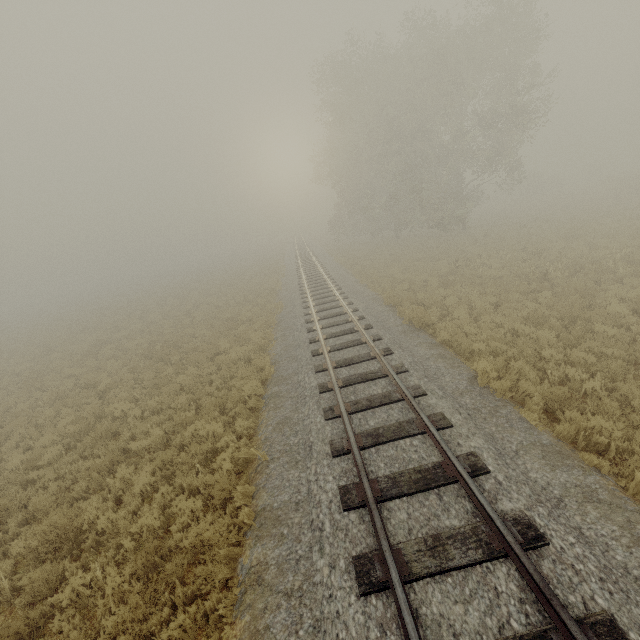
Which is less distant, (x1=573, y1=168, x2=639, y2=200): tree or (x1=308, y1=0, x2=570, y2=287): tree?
(x1=308, y1=0, x2=570, y2=287): tree

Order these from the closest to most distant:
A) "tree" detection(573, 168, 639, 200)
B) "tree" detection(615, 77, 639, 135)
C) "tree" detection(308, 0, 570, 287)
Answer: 1. "tree" detection(308, 0, 570, 287)
2. "tree" detection(573, 168, 639, 200)
3. "tree" detection(615, 77, 639, 135)

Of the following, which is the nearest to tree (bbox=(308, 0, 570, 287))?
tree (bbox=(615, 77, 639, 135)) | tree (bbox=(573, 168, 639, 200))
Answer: tree (bbox=(573, 168, 639, 200))

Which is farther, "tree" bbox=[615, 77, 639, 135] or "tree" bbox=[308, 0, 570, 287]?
"tree" bbox=[615, 77, 639, 135]

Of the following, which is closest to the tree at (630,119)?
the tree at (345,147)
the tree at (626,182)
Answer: the tree at (626,182)

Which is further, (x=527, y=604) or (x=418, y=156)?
(x=418, y=156)

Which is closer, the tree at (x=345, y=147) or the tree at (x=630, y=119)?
the tree at (x=345, y=147)
